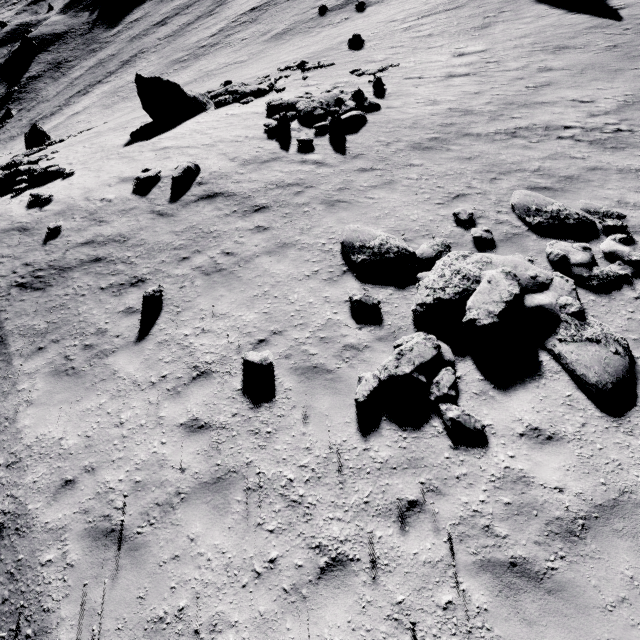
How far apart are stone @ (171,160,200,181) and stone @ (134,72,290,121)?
8.72m

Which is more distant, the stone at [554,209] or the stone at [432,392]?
the stone at [554,209]

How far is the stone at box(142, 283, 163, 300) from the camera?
8.05m

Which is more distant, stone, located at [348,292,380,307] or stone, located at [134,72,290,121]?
stone, located at [134,72,290,121]

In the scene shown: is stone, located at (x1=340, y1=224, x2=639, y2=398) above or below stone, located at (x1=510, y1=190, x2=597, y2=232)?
above

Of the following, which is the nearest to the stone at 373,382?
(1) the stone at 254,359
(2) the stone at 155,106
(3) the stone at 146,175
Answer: (1) the stone at 254,359

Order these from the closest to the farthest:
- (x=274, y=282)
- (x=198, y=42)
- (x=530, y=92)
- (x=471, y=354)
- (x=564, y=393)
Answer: (x=564, y=393) → (x=471, y=354) → (x=274, y=282) → (x=530, y=92) → (x=198, y=42)

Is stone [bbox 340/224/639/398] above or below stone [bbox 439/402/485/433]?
below
